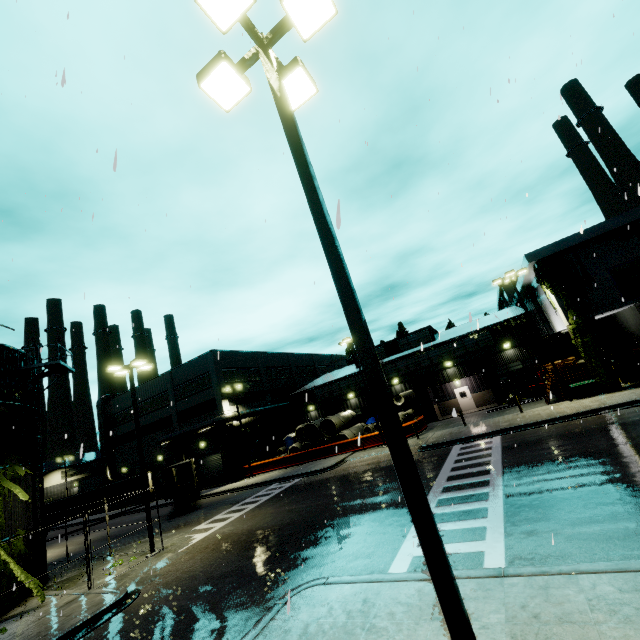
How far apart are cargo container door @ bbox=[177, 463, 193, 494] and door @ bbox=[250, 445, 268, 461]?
11.9 meters

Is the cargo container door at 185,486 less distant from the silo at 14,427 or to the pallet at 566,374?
the silo at 14,427

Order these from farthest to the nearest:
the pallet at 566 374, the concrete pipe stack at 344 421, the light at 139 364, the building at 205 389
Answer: the building at 205 389, the concrete pipe stack at 344 421, the pallet at 566 374, the light at 139 364

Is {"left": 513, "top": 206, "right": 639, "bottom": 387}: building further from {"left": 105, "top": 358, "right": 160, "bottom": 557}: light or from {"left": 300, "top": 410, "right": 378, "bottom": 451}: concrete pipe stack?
{"left": 105, "top": 358, "right": 160, "bottom": 557}: light

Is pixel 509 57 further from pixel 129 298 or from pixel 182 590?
pixel 182 590

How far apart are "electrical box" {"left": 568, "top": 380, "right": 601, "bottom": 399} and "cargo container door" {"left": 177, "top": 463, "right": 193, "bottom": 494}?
12.4 meters

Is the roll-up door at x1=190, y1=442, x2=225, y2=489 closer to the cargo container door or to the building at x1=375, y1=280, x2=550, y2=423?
the building at x1=375, y1=280, x2=550, y2=423

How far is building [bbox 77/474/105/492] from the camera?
47.03m
